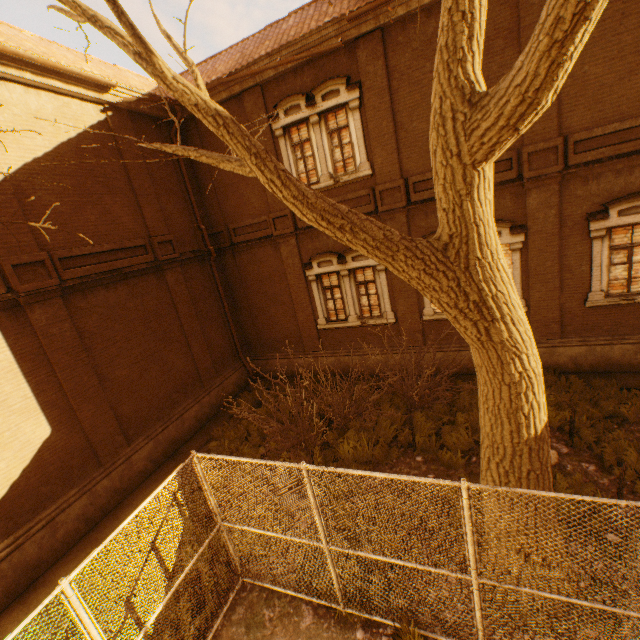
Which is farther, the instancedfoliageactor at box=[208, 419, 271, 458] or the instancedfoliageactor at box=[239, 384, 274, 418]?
the instancedfoliageactor at box=[239, 384, 274, 418]

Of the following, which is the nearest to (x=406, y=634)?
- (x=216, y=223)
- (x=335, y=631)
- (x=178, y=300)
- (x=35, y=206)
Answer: (x=335, y=631)

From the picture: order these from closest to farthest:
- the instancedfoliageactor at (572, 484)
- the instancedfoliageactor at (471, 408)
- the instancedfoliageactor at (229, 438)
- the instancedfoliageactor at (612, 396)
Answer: the instancedfoliageactor at (572, 484), the instancedfoliageactor at (612, 396), the instancedfoliageactor at (471, 408), the instancedfoliageactor at (229, 438)

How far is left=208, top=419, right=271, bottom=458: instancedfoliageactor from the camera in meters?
9.3

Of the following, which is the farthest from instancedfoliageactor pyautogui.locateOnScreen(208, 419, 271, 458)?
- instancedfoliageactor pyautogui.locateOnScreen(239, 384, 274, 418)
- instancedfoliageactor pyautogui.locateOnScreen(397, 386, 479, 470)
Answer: instancedfoliageactor pyautogui.locateOnScreen(397, 386, 479, 470)

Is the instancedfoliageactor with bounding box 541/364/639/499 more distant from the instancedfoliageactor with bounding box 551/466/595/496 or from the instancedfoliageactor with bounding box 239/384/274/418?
the instancedfoliageactor with bounding box 239/384/274/418

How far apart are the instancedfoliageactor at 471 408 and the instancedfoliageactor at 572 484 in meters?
0.9 m

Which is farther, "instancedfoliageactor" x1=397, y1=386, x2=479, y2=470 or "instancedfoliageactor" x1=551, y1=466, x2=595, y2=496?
"instancedfoliageactor" x1=397, y1=386, x2=479, y2=470
